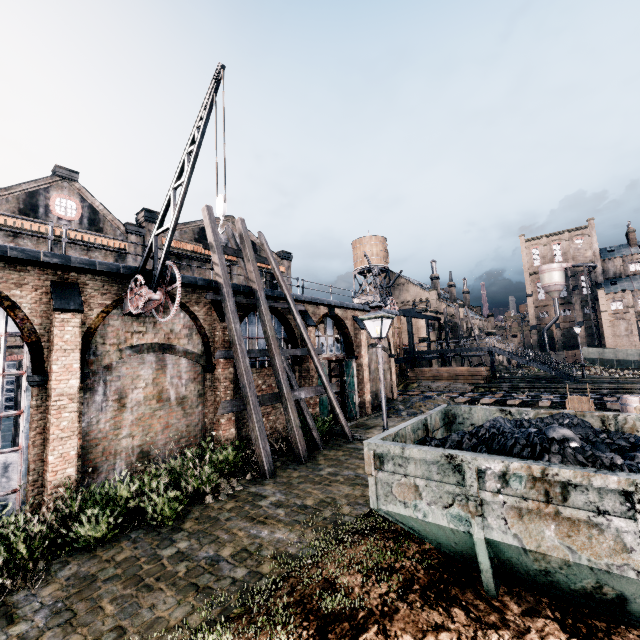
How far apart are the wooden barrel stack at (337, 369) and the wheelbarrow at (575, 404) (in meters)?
14.31

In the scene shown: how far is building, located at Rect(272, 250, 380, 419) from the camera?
20.5m

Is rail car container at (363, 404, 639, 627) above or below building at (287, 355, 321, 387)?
below

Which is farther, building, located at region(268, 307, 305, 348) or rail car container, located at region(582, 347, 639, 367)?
rail car container, located at region(582, 347, 639, 367)

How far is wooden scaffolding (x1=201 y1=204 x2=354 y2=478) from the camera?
12.80m

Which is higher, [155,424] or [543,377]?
[155,424]

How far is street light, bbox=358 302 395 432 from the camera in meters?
9.0

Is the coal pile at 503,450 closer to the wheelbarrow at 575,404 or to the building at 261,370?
the building at 261,370
